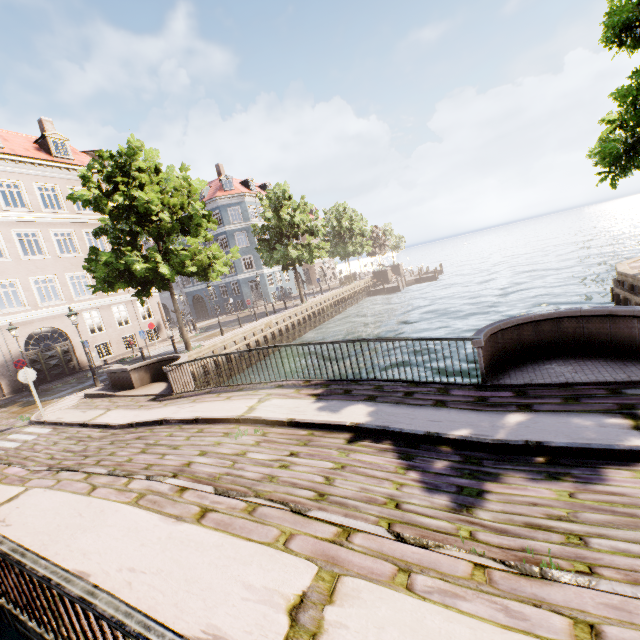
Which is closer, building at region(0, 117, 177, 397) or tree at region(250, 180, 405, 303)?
building at region(0, 117, 177, 397)

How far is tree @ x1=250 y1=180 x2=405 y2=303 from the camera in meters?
27.5 m

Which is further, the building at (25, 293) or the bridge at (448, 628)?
the building at (25, 293)

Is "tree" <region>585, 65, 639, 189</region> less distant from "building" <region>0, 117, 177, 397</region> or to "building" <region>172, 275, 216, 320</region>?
"building" <region>0, 117, 177, 397</region>

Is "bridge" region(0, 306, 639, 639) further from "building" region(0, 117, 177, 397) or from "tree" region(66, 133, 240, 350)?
"building" region(0, 117, 177, 397)

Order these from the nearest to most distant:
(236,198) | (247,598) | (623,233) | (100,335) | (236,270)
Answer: (247,598) < (100,335) < (236,198) < (236,270) < (623,233)

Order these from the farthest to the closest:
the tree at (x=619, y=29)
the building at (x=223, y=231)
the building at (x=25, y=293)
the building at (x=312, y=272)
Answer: the building at (x=312, y=272) → the building at (x=223, y=231) → the building at (x=25, y=293) → the tree at (x=619, y=29)
